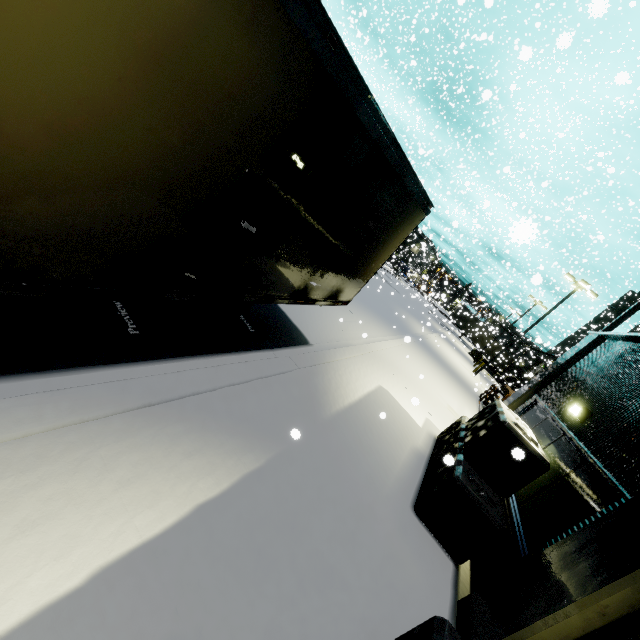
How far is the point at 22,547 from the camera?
2.0 meters

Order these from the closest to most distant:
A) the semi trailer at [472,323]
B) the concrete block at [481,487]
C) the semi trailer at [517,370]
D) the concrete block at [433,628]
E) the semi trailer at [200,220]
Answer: the semi trailer at [200,220], the concrete block at [433,628], the concrete block at [481,487], the semi trailer at [517,370], the semi trailer at [472,323]

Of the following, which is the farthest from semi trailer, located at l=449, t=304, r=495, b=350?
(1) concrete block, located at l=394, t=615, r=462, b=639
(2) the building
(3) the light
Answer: (3) the light

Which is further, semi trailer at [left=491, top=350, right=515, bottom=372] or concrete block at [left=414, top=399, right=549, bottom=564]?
semi trailer at [left=491, top=350, right=515, bottom=372]

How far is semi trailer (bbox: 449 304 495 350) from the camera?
37.10m

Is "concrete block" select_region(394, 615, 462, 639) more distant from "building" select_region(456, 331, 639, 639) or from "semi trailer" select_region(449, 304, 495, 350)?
"semi trailer" select_region(449, 304, 495, 350)

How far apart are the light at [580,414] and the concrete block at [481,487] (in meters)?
0.83

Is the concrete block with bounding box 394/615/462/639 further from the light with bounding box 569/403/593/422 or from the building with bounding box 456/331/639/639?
the light with bounding box 569/403/593/422
